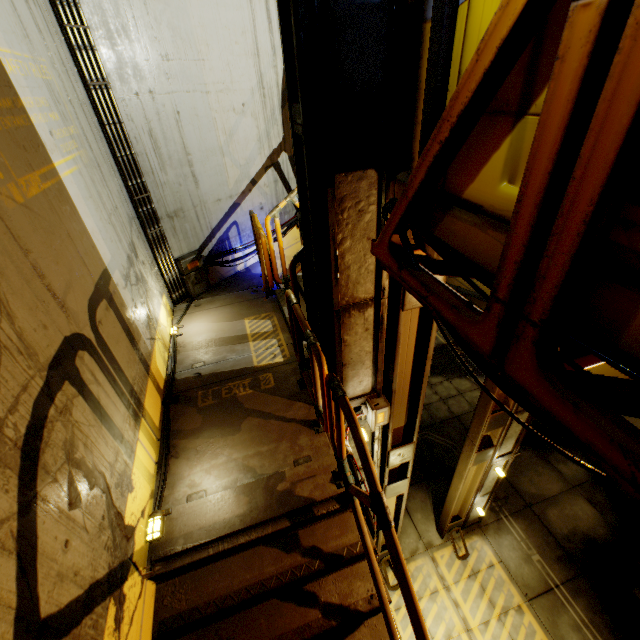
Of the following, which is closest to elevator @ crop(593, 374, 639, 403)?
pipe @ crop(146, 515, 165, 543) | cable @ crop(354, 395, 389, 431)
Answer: cable @ crop(354, 395, 389, 431)

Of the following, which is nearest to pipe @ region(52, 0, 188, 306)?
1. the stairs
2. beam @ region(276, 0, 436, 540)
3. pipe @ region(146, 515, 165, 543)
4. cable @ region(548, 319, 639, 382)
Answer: the stairs

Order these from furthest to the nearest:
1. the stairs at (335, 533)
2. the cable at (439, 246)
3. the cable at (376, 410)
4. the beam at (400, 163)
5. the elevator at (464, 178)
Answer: the cable at (376, 410) → the stairs at (335, 533) → the beam at (400, 163) → the cable at (439, 246) → the elevator at (464, 178)

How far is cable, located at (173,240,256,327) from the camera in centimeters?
595cm

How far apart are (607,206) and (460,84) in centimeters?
70cm

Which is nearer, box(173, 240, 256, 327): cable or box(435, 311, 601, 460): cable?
box(435, 311, 601, 460): cable

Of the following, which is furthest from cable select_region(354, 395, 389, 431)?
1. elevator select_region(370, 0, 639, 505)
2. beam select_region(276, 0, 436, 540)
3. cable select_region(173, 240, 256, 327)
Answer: elevator select_region(370, 0, 639, 505)

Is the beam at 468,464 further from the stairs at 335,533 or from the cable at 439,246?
the cable at 439,246
